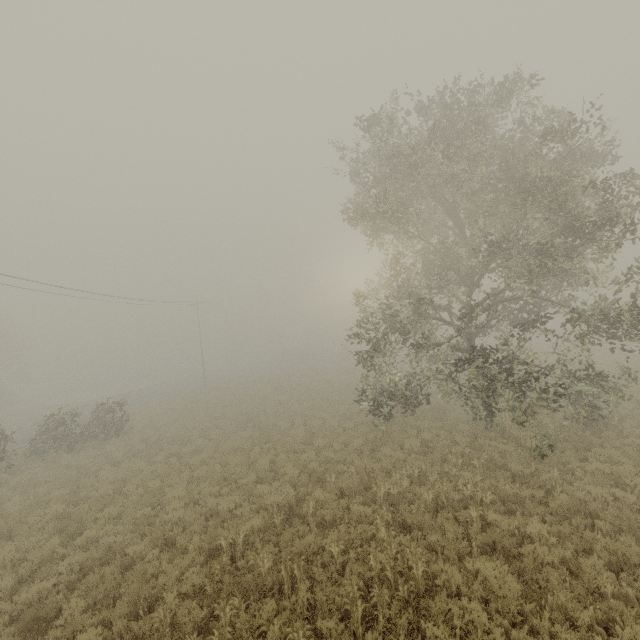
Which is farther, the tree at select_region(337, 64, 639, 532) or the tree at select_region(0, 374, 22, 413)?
the tree at select_region(0, 374, 22, 413)

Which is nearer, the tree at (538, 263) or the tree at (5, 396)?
the tree at (538, 263)

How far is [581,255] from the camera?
9.30m

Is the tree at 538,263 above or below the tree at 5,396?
above

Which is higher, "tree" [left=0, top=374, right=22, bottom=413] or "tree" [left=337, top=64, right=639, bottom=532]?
"tree" [left=337, top=64, right=639, bottom=532]
